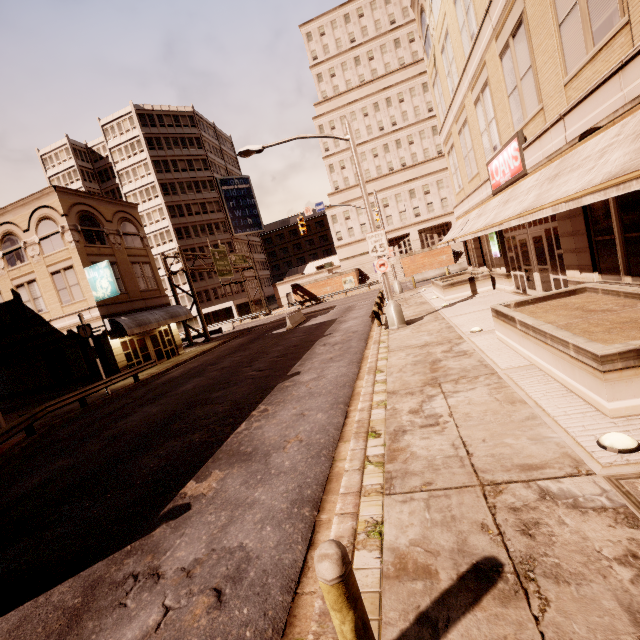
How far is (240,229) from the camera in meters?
60.0

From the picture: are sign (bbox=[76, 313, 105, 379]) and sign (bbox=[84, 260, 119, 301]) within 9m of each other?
yes

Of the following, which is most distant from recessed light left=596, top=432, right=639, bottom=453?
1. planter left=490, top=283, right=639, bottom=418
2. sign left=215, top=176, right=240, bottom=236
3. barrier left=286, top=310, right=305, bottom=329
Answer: sign left=215, top=176, right=240, bottom=236

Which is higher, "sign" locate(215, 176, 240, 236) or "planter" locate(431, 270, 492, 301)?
"sign" locate(215, 176, 240, 236)

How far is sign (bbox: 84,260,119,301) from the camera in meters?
21.0

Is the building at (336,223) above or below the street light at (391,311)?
above

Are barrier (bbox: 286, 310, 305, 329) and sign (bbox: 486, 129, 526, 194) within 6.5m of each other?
no

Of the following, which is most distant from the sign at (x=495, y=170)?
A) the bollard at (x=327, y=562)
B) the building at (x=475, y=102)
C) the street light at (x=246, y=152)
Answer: the building at (x=475, y=102)
